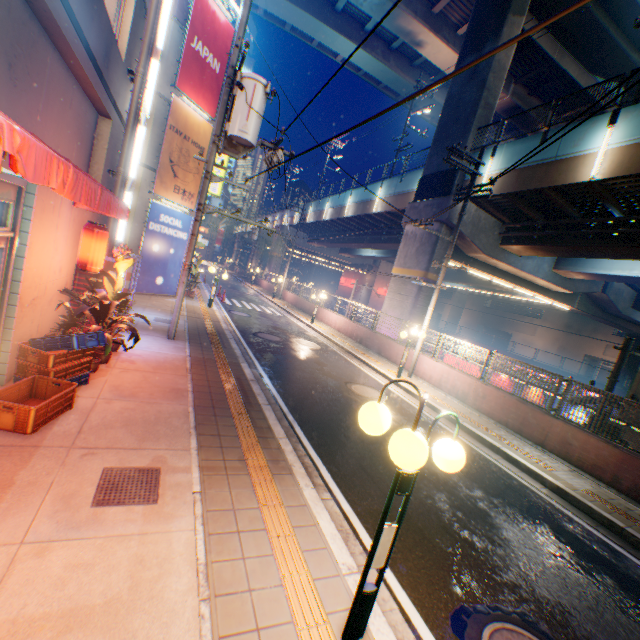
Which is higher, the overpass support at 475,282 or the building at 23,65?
the overpass support at 475,282

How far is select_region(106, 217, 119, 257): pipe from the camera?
8.8 meters

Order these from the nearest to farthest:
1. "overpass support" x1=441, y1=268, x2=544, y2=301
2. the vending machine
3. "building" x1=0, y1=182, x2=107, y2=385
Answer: "building" x1=0, y1=182, x2=107, y2=385
the vending machine
"overpass support" x1=441, y1=268, x2=544, y2=301

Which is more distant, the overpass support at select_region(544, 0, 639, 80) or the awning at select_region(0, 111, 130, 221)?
the overpass support at select_region(544, 0, 639, 80)

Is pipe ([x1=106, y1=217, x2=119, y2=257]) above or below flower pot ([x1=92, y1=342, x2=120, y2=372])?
above

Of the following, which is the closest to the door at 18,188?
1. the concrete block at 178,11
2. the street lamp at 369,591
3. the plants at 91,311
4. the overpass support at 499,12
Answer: the plants at 91,311

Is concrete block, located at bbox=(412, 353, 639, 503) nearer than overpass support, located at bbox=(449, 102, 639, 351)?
Yes

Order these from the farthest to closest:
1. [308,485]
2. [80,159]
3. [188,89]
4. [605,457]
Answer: [188,89] → [605,457] → [80,159] → [308,485]
